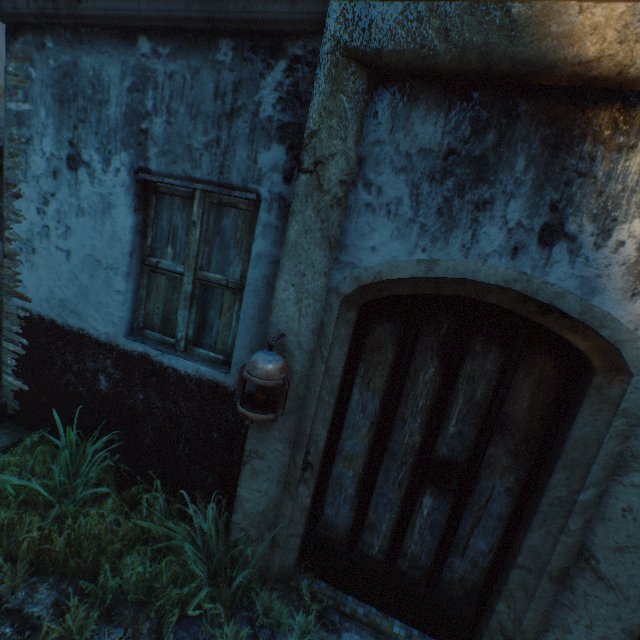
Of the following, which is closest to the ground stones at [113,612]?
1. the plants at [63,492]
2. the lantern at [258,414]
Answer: the plants at [63,492]

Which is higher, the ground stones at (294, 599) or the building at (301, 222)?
the building at (301, 222)

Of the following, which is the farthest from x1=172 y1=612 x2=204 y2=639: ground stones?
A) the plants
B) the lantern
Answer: the lantern

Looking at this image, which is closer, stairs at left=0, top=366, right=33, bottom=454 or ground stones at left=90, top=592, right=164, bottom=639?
ground stones at left=90, top=592, right=164, bottom=639

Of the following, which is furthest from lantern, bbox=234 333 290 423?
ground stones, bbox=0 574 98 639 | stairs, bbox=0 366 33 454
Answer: stairs, bbox=0 366 33 454

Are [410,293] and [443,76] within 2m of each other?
yes

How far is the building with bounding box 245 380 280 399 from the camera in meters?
2.0

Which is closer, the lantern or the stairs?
the lantern
